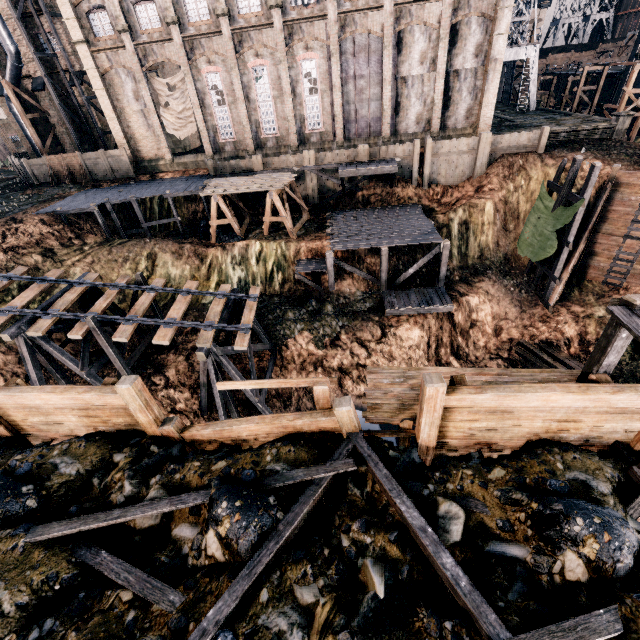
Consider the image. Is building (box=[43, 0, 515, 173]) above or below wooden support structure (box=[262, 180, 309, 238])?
above

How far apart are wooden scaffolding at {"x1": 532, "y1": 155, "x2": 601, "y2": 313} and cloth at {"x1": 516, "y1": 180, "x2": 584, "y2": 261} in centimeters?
1cm

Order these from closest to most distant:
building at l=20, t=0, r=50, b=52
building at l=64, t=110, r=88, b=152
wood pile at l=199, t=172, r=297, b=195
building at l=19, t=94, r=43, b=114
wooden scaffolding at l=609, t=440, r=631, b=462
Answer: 1. wooden scaffolding at l=609, t=440, r=631, b=462
2. wood pile at l=199, t=172, r=297, b=195
3. building at l=20, t=0, r=50, b=52
4. building at l=19, t=94, r=43, b=114
5. building at l=64, t=110, r=88, b=152

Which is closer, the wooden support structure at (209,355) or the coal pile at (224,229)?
the wooden support structure at (209,355)

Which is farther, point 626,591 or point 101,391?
point 101,391

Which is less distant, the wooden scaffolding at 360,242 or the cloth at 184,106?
the wooden scaffolding at 360,242

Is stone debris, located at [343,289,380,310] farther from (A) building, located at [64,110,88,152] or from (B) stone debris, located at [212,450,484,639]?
(A) building, located at [64,110,88,152]

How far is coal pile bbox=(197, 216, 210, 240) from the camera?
29.4m
